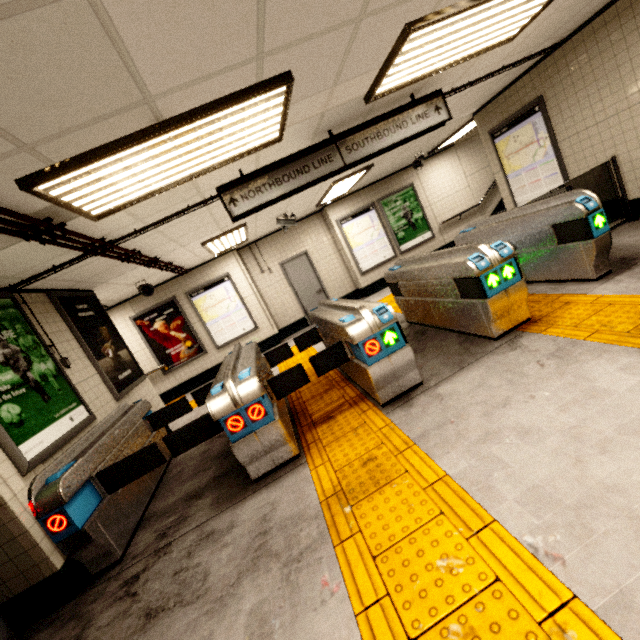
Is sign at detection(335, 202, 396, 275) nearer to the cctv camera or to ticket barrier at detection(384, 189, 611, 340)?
the cctv camera

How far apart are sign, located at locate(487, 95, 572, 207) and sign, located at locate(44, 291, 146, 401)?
8.3m

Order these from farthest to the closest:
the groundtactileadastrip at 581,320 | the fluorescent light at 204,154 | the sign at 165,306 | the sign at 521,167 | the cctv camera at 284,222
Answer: the sign at 165,306
the cctv camera at 284,222
the sign at 521,167
the groundtactileadastrip at 581,320
the fluorescent light at 204,154

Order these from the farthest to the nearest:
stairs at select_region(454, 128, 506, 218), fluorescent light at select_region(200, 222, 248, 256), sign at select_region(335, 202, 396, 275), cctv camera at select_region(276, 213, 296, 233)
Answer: stairs at select_region(454, 128, 506, 218) < sign at select_region(335, 202, 396, 275) < cctv camera at select_region(276, 213, 296, 233) < fluorescent light at select_region(200, 222, 248, 256)

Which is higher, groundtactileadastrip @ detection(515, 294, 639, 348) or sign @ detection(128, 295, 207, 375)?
sign @ detection(128, 295, 207, 375)

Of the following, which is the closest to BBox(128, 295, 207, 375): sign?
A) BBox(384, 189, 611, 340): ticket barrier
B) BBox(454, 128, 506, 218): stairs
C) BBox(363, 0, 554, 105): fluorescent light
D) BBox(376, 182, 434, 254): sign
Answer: BBox(384, 189, 611, 340): ticket barrier

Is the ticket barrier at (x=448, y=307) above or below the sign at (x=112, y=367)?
below

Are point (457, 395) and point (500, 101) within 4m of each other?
no
